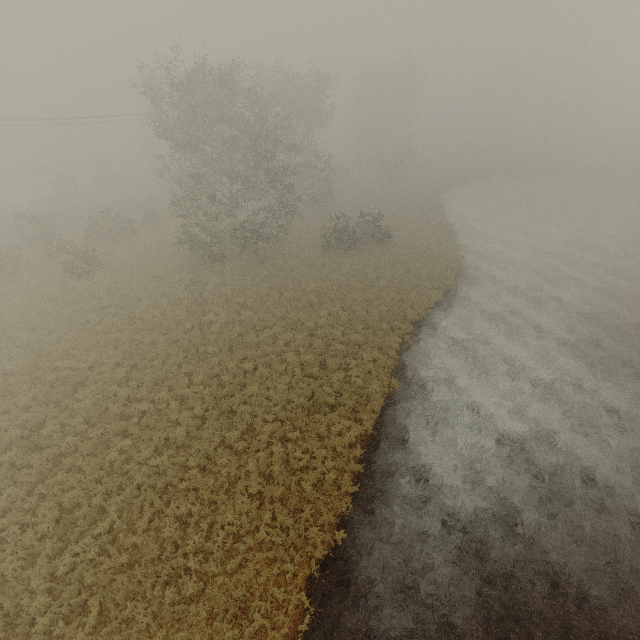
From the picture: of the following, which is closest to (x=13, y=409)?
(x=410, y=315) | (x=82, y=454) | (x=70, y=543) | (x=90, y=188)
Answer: (x=82, y=454)
